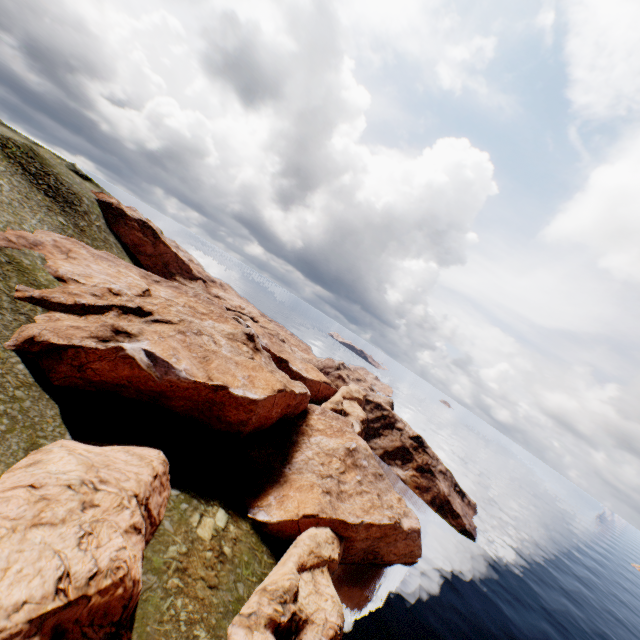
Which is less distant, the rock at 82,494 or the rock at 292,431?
the rock at 82,494

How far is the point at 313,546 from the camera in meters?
30.7 m

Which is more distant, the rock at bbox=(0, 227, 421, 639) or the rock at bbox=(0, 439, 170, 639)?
the rock at bbox=(0, 227, 421, 639)
